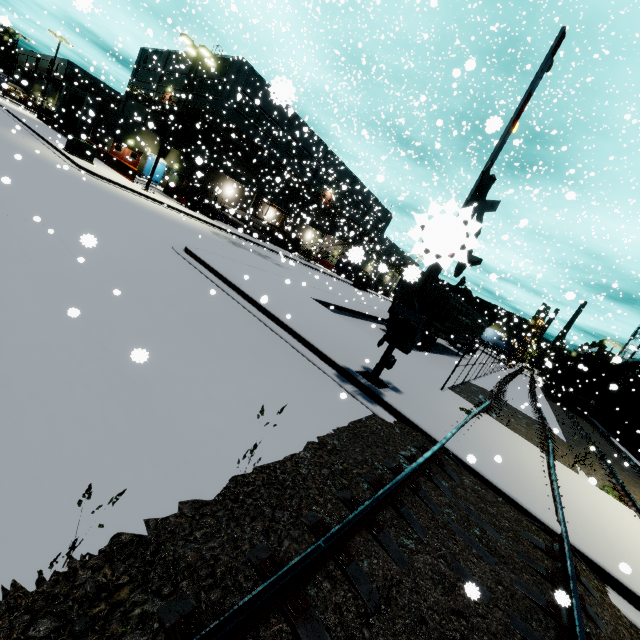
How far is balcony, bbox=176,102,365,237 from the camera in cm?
2964

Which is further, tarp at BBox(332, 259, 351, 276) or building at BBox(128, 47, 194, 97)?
tarp at BBox(332, 259, 351, 276)

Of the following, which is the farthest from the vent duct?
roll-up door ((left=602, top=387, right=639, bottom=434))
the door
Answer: roll-up door ((left=602, top=387, right=639, bottom=434))

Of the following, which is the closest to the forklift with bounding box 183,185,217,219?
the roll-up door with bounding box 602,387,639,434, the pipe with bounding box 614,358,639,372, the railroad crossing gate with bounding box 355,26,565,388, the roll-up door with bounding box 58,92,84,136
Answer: the roll-up door with bounding box 58,92,84,136

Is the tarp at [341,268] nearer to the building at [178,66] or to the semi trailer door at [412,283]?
the building at [178,66]

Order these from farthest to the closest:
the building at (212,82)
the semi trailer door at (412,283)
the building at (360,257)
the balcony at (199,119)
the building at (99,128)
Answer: the building at (212,82) → the building at (99,128) → the balcony at (199,119) → the building at (360,257) → the semi trailer door at (412,283)

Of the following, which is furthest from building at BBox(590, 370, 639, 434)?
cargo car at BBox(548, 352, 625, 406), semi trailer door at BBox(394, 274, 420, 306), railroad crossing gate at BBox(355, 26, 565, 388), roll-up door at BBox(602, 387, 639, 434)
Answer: railroad crossing gate at BBox(355, 26, 565, 388)

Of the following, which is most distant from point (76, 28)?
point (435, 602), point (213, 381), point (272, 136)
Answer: point (435, 602)
